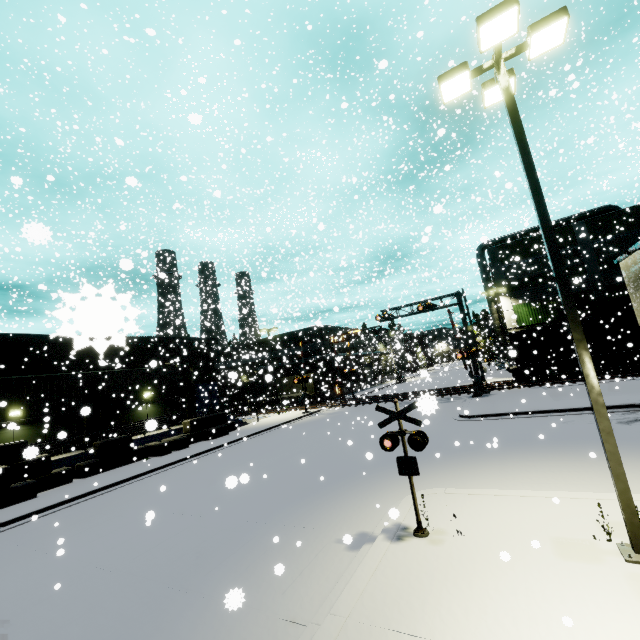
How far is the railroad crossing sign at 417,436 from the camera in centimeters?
708cm

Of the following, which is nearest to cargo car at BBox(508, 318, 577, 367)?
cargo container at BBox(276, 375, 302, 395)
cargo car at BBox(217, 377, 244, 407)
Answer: cargo container at BBox(276, 375, 302, 395)

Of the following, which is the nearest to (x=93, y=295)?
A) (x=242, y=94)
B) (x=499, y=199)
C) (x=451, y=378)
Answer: (x=242, y=94)

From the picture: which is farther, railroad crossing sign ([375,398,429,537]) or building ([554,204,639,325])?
railroad crossing sign ([375,398,429,537])

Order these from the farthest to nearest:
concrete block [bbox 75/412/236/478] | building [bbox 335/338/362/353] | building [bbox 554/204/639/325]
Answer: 1. building [bbox 335/338/362/353]
2. concrete block [bbox 75/412/236/478]
3. building [bbox 554/204/639/325]

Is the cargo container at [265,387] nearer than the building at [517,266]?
No

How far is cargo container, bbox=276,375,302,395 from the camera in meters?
42.9

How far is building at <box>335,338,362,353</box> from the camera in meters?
45.8 m
